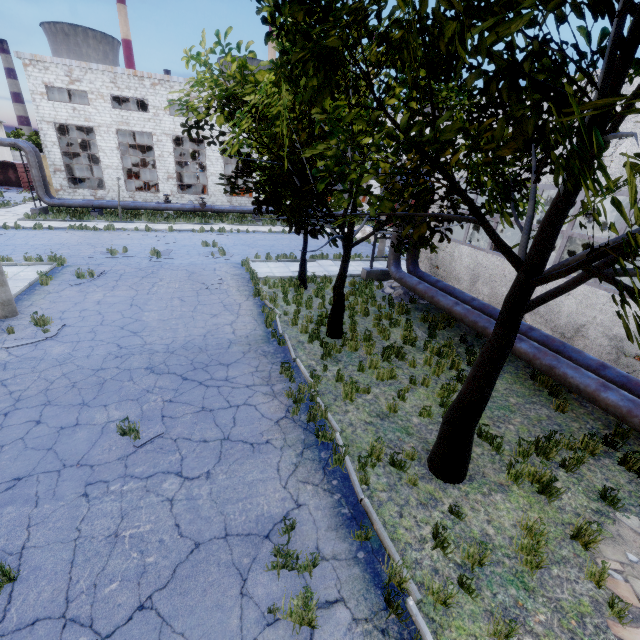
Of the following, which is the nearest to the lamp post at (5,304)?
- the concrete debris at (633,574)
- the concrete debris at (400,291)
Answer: the concrete debris at (400,291)

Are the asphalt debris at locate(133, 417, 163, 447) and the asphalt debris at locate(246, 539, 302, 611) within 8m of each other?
yes

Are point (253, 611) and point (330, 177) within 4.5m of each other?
no

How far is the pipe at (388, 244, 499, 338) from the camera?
10.15m

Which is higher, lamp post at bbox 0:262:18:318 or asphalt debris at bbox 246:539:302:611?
lamp post at bbox 0:262:18:318

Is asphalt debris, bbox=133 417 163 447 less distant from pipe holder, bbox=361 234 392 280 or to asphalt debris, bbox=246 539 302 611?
asphalt debris, bbox=246 539 302 611

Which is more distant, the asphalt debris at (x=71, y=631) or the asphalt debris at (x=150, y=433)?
the asphalt debris at (x=150, y=433)

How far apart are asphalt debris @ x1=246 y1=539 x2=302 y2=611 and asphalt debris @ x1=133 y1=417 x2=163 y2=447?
3.1m
